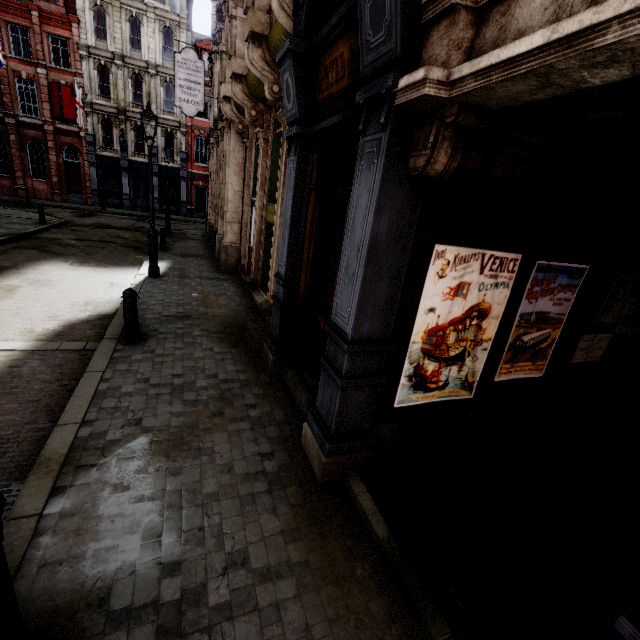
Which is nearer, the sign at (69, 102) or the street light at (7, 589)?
the street light at (7, 589)

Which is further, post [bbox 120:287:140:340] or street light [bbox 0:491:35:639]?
post [bbox 120:287:140:340]

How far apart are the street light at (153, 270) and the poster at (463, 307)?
9.24m

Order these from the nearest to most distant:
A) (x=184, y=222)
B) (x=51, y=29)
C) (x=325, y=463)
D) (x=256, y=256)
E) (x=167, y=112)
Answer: (x=325, y=463)
(x=256, y=256)
(x=51, y=29)
(x=184, y=222)
(x=167, y=112)

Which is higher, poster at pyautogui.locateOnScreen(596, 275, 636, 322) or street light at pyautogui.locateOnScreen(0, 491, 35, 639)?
poster at pyautogui.locateOnScreen(596, 275, 636, 322)

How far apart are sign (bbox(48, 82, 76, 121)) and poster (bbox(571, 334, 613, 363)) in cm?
3721

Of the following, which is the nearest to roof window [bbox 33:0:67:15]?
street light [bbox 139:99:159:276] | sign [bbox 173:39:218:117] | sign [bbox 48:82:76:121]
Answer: sign [bbox 48:82:76:121]

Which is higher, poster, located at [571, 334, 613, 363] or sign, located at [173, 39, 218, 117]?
sign, located at [173, 39, 218, 117]
